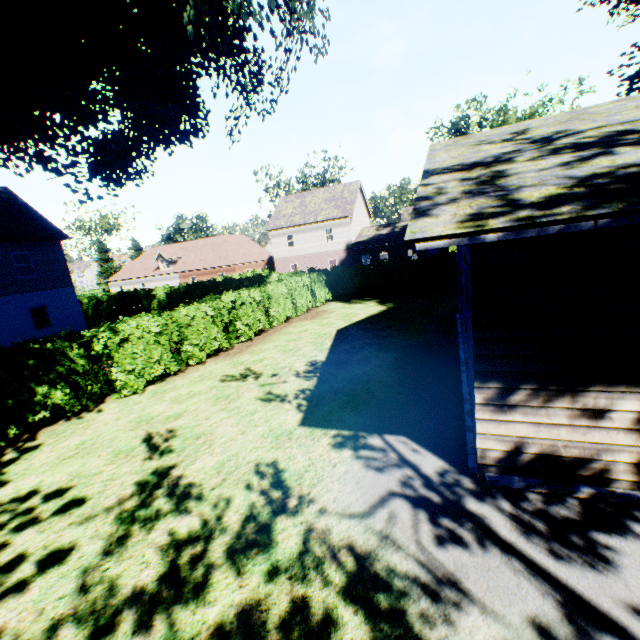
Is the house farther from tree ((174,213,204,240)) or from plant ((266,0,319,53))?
tree ((174,213,204,240))

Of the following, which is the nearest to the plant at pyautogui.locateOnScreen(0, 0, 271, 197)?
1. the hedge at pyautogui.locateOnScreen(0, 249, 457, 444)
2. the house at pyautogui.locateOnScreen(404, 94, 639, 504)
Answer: the house at pyautogui.locateOnScreen(404, 94, 639, 504)

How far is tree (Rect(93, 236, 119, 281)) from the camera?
52.8 meters

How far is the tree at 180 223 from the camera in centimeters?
5827cm

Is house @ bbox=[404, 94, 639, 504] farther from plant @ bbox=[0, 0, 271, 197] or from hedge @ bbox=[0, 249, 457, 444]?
hedge @ bbox=[0, 249, 457, 444]

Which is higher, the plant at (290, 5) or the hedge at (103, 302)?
the plant at (290, 5)

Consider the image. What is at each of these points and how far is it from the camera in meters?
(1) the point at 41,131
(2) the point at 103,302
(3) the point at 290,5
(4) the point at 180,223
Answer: (1) plant, 14.5
(2) hedge, 33.4
(3) plant, 12.9
(4) tree, 59.6

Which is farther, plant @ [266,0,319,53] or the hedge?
plant @ [266,0,319,53]
